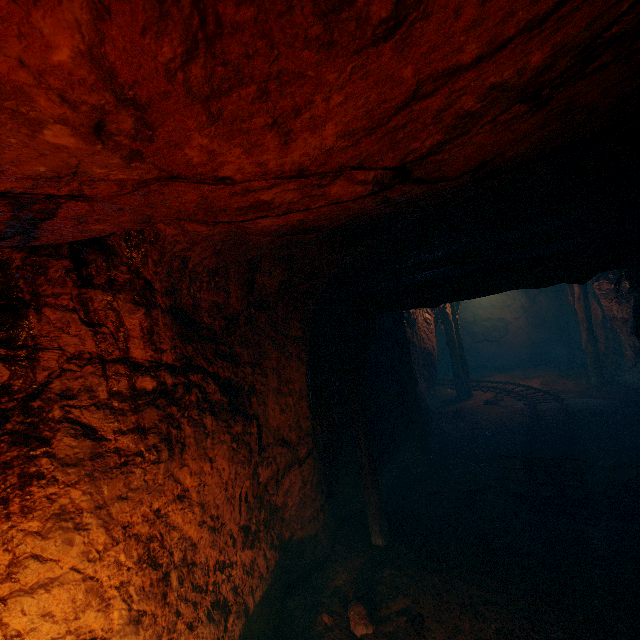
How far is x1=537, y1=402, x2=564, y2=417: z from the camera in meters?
8.6

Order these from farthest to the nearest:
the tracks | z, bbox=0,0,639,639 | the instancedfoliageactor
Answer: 1. the tracks
2. the instancedfoliageactor
3. z, bbox=0,0,639,639

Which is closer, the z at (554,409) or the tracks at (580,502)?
the tracks at (580,502)

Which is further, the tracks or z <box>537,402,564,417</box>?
z <box>537,402,564,417</box>

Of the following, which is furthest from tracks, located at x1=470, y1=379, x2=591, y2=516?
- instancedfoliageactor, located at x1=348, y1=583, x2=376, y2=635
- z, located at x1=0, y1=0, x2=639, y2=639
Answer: instancedfoliageactor, located at x1=348, y1=583, x2=376, y2=635

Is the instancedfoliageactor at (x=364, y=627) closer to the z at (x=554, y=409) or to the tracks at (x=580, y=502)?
the z at (x=554, y=409)

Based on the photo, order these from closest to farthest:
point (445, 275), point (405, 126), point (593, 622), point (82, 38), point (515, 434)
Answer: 1. point (82, 38)
2. point (405, 126)
3. point (593, 622)
4. point (445, 275)
5. point (515, 434)
